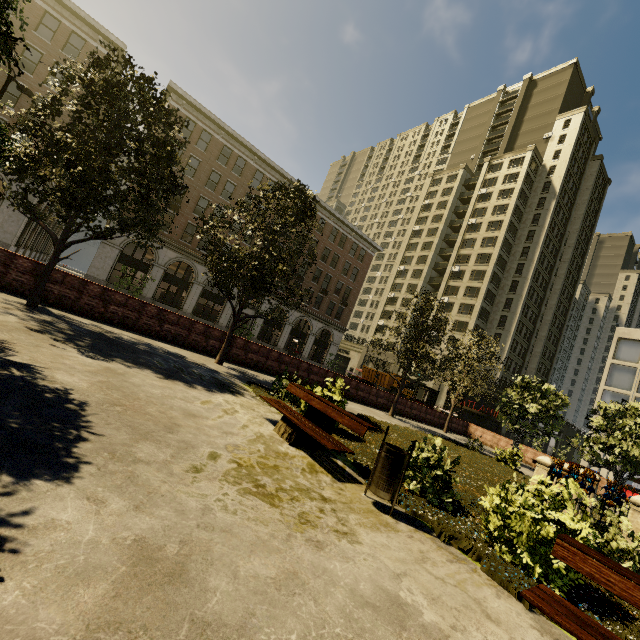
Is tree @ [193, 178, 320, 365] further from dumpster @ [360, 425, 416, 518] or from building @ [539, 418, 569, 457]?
dumpster @ [360, 425, 416, 518]

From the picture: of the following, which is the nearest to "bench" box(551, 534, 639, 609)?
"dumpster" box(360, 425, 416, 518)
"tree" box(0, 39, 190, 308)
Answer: "dumpster" box(360, 425, 416, 518)

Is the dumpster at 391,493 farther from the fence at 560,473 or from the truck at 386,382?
the truck at 386,382

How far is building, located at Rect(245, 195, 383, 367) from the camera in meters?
40.2 m

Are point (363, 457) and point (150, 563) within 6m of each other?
yes

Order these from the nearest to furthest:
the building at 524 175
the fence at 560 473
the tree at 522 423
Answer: the fence at 560 473 → the tree at 522 423 → the building at 524 175

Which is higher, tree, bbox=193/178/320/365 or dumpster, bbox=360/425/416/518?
tree, bbox=193/178/320/365

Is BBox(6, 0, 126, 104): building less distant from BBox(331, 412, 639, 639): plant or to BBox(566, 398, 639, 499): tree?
BBox(566, 398, 639, 499): tree
